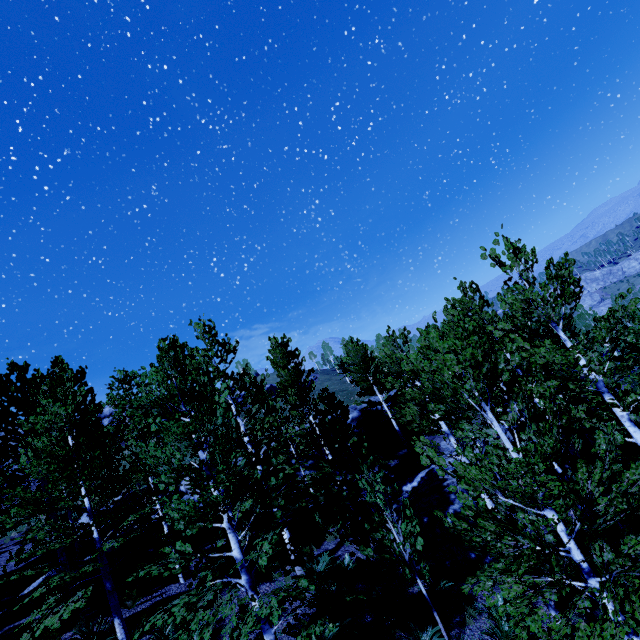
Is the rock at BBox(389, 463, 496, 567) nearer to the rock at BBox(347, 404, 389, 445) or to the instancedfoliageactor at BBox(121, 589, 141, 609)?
the instancedfoliageactor at BBox(121, 589, 141, 609)

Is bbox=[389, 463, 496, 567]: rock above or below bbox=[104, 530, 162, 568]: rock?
below

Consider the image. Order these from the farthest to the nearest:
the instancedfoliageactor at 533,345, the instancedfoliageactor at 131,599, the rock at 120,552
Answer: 1. the rock at 120,552
2. the instancedfoliageactor at 131,599
3. the instancedfoliageactor at 533,345

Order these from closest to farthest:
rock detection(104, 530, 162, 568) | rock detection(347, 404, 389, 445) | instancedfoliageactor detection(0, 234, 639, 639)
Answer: instancedfoliageactor detection(0, 234, 639, 639)
rock detection(104, 530, 162, 568)
rock detection(347, 404, 389, 445)

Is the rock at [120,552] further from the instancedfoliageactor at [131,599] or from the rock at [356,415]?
the instancedfoliageactor at [131,599]

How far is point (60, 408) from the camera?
10.1 meters

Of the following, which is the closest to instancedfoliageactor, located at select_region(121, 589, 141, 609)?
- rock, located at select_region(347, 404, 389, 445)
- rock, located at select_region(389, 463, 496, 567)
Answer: rock, located at select_region(347, 404, 389, 445)

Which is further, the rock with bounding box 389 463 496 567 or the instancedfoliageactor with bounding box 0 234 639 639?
the rock with bounding box 389 463 496 567
